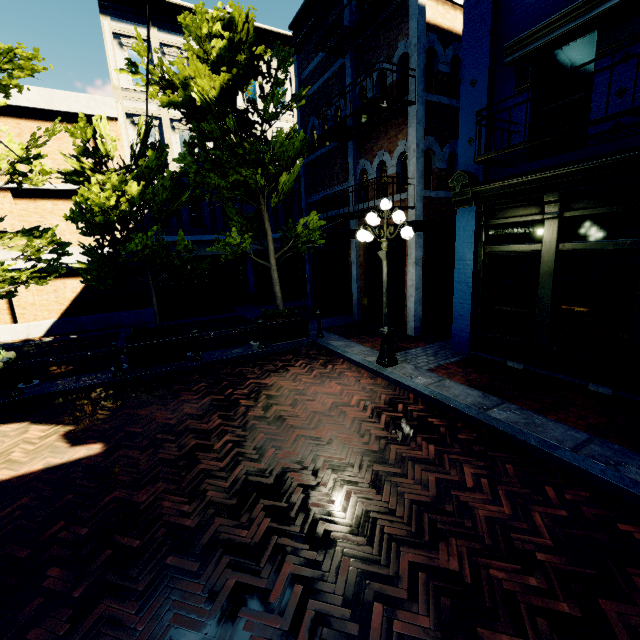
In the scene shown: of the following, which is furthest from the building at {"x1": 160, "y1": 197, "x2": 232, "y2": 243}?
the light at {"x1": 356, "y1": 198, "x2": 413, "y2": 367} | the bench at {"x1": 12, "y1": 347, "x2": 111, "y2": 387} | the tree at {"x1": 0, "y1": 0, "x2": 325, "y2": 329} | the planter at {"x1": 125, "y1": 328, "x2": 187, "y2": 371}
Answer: the bench at {"x1": 12, "y1": 347, "x2": 111, "y2": 387}

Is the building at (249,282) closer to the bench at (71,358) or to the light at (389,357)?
the light at (389,357)

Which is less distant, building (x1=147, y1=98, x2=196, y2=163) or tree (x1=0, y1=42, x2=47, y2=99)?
tree (x1=0, y1=42, x2=47, y2=99)

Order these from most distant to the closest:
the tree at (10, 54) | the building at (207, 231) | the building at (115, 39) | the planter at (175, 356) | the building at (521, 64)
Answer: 1. the building at (207, 231)
2. the building at (115, 39)
3. the planter at (175, 356)
4. the tree at (10, 54)
5. the building at (521, 64)

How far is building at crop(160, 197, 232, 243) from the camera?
15.5m

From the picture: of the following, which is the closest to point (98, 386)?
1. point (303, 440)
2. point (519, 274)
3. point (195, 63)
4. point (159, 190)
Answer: point (159, 190)

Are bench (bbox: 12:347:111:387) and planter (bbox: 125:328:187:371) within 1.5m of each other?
yes
